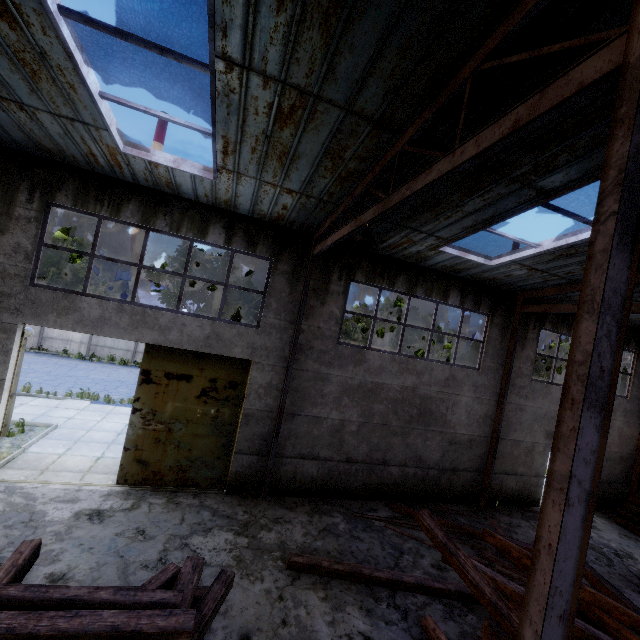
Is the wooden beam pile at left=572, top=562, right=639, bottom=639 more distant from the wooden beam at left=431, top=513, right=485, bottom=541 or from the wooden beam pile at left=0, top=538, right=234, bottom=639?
the wooden beam pile at left=0, top=538, right=234, bottom=639

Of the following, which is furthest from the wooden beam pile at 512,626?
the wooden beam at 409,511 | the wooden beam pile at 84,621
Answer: Answer: the wooden beam pile at 84,621

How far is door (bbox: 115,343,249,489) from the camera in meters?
8.6

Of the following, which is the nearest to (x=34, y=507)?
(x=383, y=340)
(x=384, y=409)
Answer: (x=384, y=409)

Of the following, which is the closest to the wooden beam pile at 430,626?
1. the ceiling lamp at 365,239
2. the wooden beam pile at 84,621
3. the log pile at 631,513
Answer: the wooden beam pile at 84,621

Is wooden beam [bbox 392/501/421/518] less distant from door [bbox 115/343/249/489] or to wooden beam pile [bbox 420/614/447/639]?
wooden beam pile [bbox 420/614/447/639]

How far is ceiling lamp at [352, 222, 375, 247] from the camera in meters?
5.6

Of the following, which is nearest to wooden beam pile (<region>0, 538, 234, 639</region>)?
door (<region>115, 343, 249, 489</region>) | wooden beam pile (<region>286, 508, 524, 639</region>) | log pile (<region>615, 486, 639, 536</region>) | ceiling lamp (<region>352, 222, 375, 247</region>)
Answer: wooden beam pile (<region>286, 508, 524, 639</region>)
